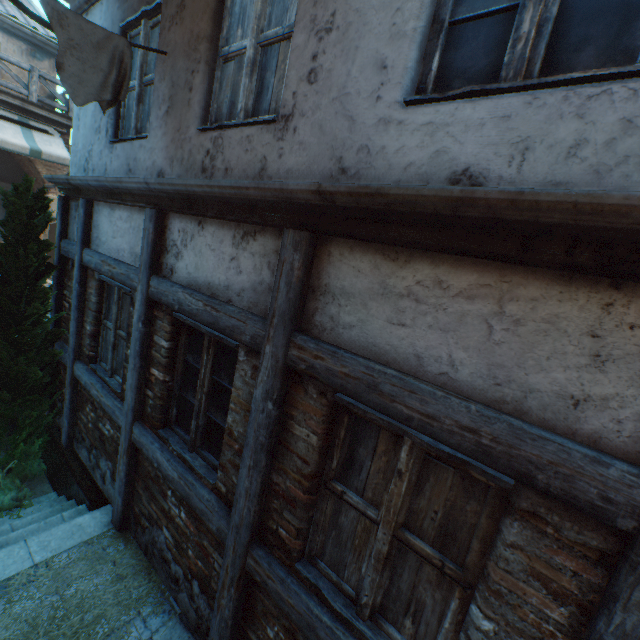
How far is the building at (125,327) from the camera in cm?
388

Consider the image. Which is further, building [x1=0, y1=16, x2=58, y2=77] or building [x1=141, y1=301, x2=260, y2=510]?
building [x1=0, y1=16, x2=58, y2=77]

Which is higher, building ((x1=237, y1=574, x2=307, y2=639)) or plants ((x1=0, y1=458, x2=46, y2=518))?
building ((x1=237, y1=574, x2=307, y2=639))

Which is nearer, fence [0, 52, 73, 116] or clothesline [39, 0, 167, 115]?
clothesline [39, 0, 167, 115]

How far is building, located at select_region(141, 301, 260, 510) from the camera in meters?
2.6

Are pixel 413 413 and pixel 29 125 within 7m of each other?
no

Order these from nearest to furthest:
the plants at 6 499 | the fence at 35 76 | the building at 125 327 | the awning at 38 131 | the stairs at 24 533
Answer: the stairs at 24 533 → the building at 125 327 → the plants at 6 499 → the awning at 38 131 → the fence at 35 76

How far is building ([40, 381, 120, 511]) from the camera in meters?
4.1
